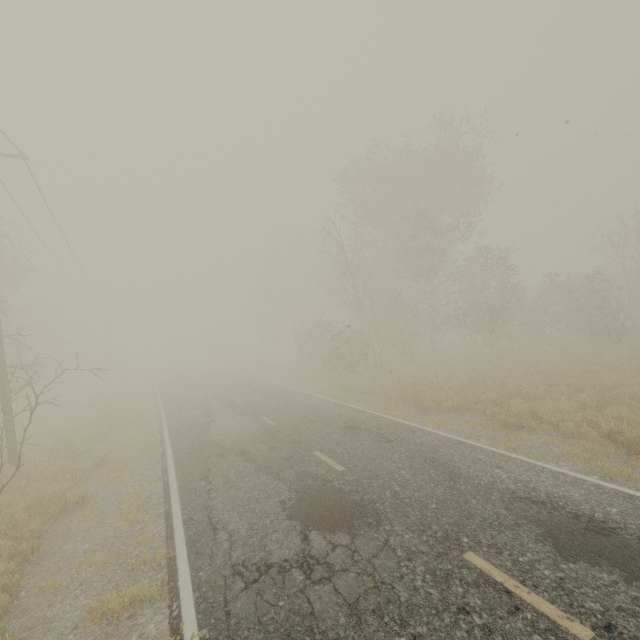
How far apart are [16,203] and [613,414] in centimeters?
2590cm

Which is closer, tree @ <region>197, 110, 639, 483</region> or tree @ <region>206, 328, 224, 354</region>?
tree @ <region>197, 110, 639, 483</region>

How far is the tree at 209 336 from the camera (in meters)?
58.28

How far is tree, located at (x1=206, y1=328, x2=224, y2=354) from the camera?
58.28m

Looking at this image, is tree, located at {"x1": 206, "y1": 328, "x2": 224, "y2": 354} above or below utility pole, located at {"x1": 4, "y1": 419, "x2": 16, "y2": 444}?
above

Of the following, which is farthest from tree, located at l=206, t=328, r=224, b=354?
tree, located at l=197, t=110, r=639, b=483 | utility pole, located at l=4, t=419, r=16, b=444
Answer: utility pole, located at l=4, t=419, r=16, b=444

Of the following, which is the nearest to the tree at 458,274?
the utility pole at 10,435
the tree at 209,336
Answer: the tree at 209,336
